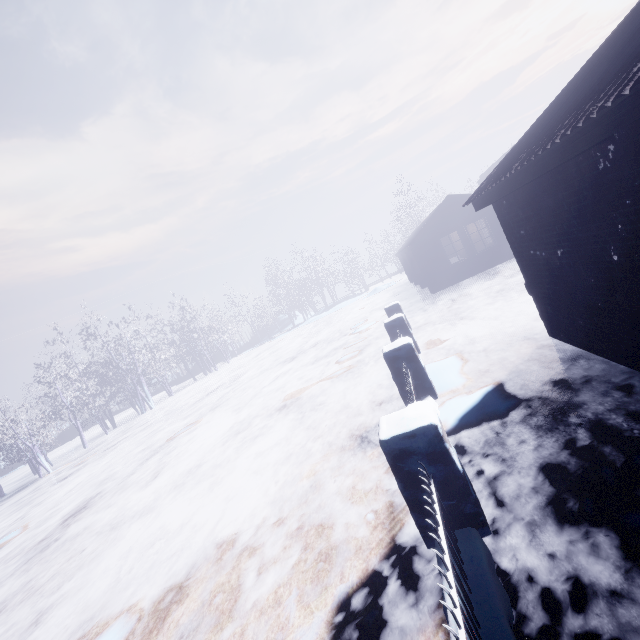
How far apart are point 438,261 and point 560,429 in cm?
1152

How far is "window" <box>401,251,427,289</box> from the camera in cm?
1689

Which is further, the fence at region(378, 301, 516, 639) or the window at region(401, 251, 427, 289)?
the window at region(401, 251, 427, 289)

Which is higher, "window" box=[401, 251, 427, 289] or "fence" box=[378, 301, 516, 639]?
"window" box=[401, 251, 427, 289]

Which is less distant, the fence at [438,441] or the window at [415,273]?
the fence at [438,441]

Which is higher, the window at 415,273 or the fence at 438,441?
the window at 415,273
